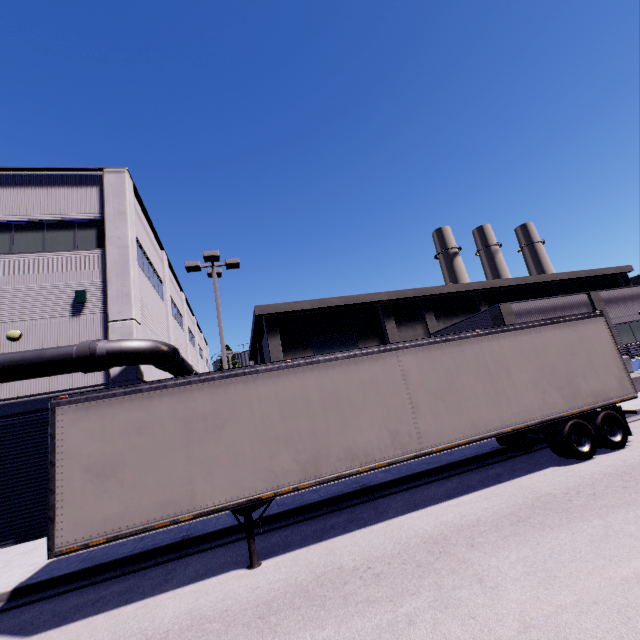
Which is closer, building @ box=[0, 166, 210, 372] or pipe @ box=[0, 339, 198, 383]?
pipe @ box=[0, 339, 198, 383]

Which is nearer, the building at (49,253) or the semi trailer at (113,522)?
the semi trailer at (113,522)

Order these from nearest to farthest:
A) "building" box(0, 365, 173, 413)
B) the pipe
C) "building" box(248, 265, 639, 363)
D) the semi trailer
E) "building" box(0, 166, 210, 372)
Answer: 1. the semi trailer
2. the pipe
3. "building" box(0, 365, 173, 413)
4. "building" box(0, 166, 210, 372)
5. "building" box(248, 265, 639, 363)

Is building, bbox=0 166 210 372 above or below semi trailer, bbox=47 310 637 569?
above

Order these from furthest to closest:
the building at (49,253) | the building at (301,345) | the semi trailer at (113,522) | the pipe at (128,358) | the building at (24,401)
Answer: the building at (301,345), the building at (49,253), the building at (24,401), the pipe at (128,358), the semi trailer at (113,522)

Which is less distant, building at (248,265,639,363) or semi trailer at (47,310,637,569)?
semi trailer at (47,310,637,569)

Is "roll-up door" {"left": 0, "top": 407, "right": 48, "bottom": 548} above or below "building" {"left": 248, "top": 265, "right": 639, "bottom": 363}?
below

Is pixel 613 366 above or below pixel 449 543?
above
